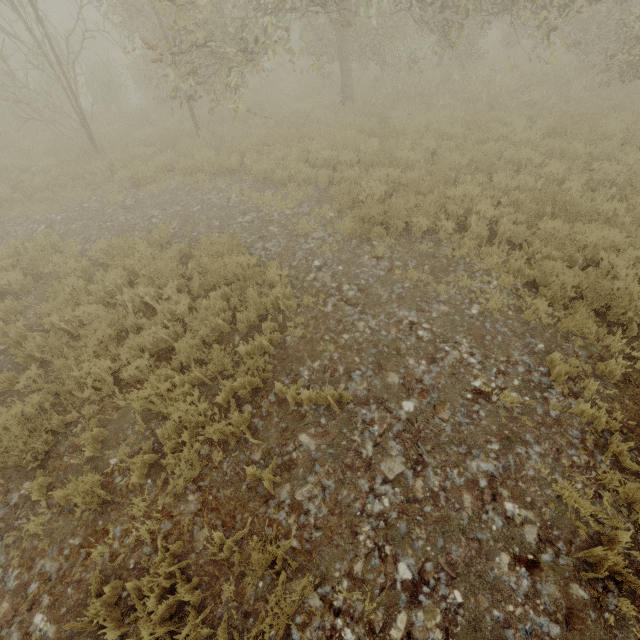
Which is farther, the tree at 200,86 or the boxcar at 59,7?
the boxcar at 59,7

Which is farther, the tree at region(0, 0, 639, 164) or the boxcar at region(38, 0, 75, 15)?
the boxcar at region(38, 0, 75, 15)

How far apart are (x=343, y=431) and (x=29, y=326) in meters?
6.1 m
